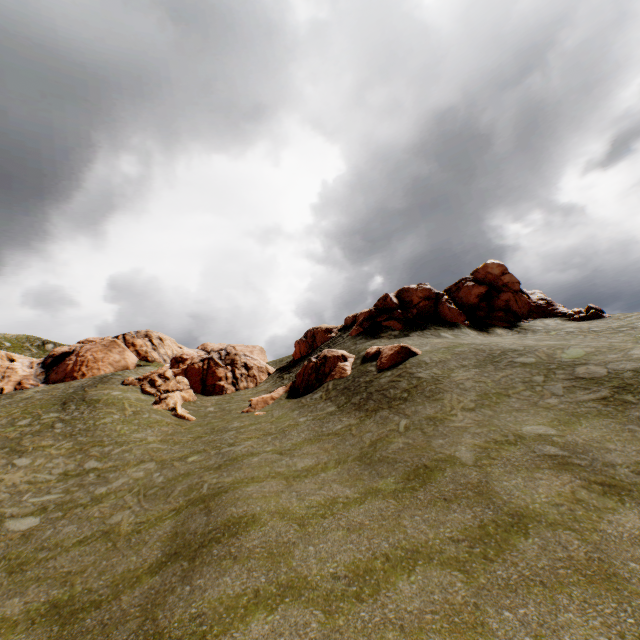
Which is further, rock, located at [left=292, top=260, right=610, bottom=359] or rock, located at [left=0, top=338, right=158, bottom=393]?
rock, located at [left=0, top=338, right=158, bottom=393]

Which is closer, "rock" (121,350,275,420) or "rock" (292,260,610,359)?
"rock" (121,350,275,420)

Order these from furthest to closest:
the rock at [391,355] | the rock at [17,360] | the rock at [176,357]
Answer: the rock at [17,360], the rock at [176,357], the rock at [391,355]

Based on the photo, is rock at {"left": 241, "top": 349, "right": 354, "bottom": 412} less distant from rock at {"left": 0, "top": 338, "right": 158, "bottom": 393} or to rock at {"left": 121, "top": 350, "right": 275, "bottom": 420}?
rock at {"left": 121, "top": 350, "right": 275, "bottom": 420}

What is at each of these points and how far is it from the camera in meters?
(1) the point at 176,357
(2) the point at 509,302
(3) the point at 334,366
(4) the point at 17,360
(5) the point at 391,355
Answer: (1) rock, 40.5 m
(2) rock, 34.9 m
(3) rock, 26.7 m
(4) rock, 40.4 m
(5) rock, 22.3 m

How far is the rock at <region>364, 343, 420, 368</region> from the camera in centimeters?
2194cm

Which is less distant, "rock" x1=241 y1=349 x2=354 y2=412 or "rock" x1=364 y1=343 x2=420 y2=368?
"rock" x1=364 y1=343 x2=420 y2=368

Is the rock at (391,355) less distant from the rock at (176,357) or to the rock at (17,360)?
the rock at (176,357)
